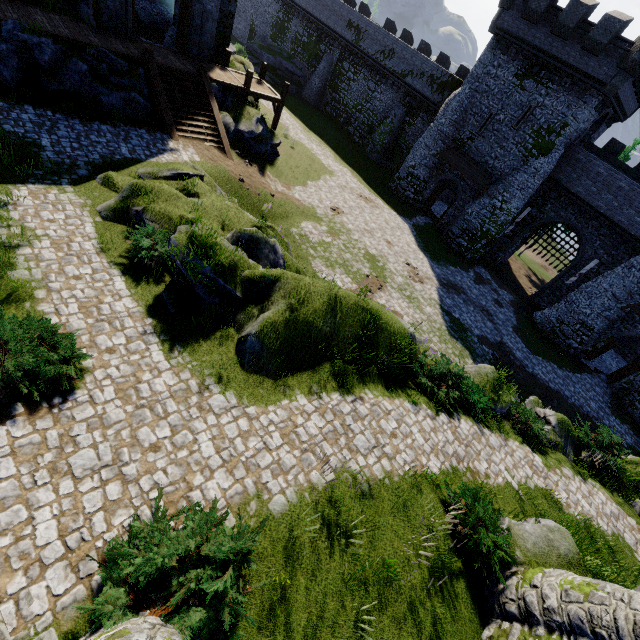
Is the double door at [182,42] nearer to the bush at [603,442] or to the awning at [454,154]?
A: the awning at [454,154]

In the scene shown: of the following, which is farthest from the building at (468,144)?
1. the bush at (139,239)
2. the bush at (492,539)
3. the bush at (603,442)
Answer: the bush at (139,239)

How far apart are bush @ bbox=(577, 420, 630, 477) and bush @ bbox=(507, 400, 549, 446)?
2.3 meters

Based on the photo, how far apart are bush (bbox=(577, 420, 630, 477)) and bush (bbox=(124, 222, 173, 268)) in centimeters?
1864cm

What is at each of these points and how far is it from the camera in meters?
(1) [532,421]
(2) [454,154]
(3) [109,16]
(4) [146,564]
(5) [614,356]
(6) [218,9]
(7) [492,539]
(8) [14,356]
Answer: (1) bush, 13.7
(2) awning, 29.2
(3) building, 16.7
(4) bush, 4.8
(5) building, 30.0
(6) building, 19.1
(7) bush, 7.8
(8) bush, 6.3

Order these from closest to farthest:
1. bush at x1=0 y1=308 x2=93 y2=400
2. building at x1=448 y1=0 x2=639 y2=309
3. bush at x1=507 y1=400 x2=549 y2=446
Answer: bush at x1=0 y1=308 x2=93 y2=400
bush at x1=507 y1=400 x2=549 y2=446
building at x1=448 y1=0 x2=639 y2=309

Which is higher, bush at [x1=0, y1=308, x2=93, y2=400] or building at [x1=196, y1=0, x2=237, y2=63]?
building at [x1=196, y1=0, x2=237, y2=63]

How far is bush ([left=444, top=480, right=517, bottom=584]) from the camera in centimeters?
755cm
